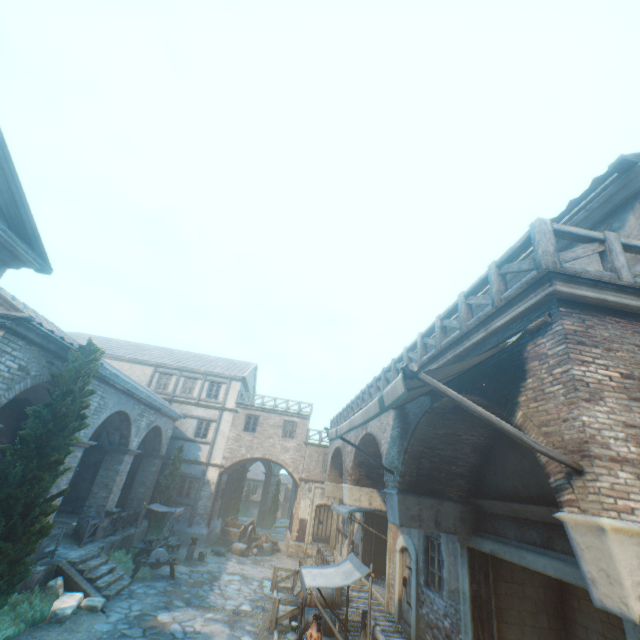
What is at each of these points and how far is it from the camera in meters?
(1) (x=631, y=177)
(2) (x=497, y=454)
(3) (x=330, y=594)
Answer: (1) building, 5.2
(2) building, 7.5
(3) barrel, 10.5

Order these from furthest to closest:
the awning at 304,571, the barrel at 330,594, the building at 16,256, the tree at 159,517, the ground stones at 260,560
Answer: the tree at 159,517
the ground stones at 260,560
the barrel at 330,594
the awning at 304,571
the building at 16,256

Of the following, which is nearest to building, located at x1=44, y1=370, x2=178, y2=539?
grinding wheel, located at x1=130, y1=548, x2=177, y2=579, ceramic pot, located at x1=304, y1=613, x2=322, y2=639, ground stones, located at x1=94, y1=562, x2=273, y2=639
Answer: ground stones, located at x1=94, y1=562, x2=273, y2=639

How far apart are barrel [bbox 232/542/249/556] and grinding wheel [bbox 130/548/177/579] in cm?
622

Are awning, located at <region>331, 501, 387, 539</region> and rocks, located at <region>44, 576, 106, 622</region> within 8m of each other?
no

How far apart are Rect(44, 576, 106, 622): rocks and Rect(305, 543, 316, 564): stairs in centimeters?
1239cm

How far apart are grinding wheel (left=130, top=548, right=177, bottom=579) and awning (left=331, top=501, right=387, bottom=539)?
7.45m

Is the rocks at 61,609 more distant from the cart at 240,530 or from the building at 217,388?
the cart at 240,530
